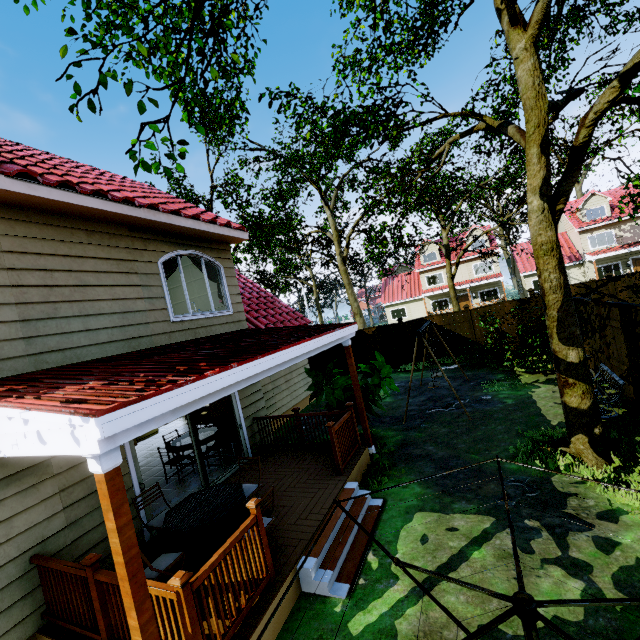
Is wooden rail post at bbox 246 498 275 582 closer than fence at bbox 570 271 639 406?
Yes

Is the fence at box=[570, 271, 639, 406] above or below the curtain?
below

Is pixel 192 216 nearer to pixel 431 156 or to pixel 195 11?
pixel 195 11

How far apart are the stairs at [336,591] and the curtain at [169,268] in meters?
5.2

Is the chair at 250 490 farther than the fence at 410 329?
No

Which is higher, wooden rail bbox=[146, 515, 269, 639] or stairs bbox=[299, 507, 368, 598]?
wooden rail bbox=[146, 515, 269, 639]

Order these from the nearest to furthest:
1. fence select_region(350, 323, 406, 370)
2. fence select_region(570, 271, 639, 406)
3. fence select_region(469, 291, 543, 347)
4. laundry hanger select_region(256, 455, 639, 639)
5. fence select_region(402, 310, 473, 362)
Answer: laundry hanger select_region(256, 455, 639, 639), fence select_region(570, 271, 639, 406), fence select_region(469, 291, 543, 347), fence select_region(402, 310, 473, 362), fence select_region(350, 323, 406, 370)

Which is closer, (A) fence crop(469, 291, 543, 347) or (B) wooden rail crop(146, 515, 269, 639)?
(B) wooden rail crop(146, 515, 269, 639)
